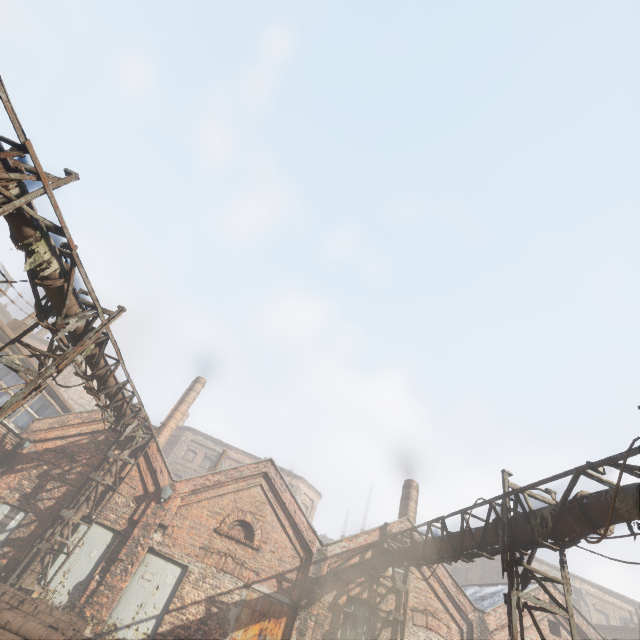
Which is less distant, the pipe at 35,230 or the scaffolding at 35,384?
the scaffolding at 35,384

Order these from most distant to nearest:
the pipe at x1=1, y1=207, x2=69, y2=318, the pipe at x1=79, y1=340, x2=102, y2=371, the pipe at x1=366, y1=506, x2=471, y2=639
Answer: the pipe at x1=366, y1=506, x2=471, y2=639 → the pipe at x1=79, y1=340, x2=102, y2=371 → the pipe at x1=1, y1=207, x2=69, y2=318

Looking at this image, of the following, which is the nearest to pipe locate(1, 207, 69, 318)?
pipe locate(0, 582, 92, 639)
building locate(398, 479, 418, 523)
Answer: pipe locate(0, 582, 92, 639)

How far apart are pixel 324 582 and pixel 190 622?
5.0 meters

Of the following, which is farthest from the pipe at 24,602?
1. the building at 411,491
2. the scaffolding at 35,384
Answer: the building at 411,491

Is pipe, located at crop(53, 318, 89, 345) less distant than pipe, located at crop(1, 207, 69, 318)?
No

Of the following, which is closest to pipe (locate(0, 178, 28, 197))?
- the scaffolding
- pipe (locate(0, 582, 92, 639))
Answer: the scaffolding
